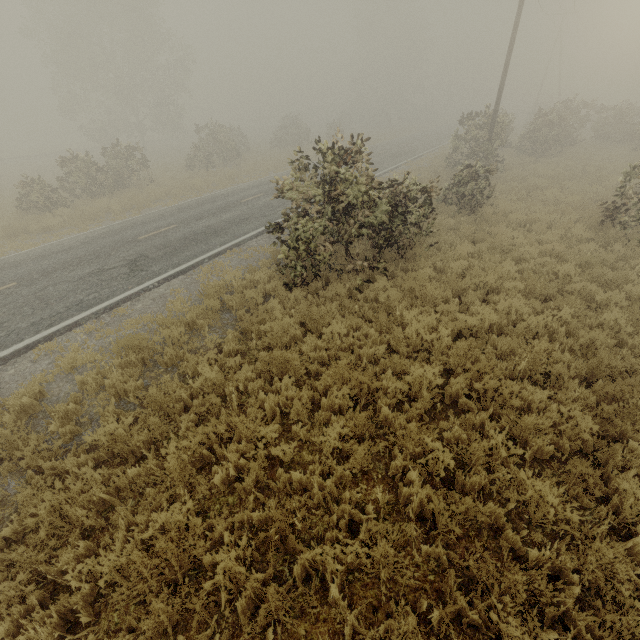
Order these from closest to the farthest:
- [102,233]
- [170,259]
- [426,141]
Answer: [170,259], [102,233], [426,141]
